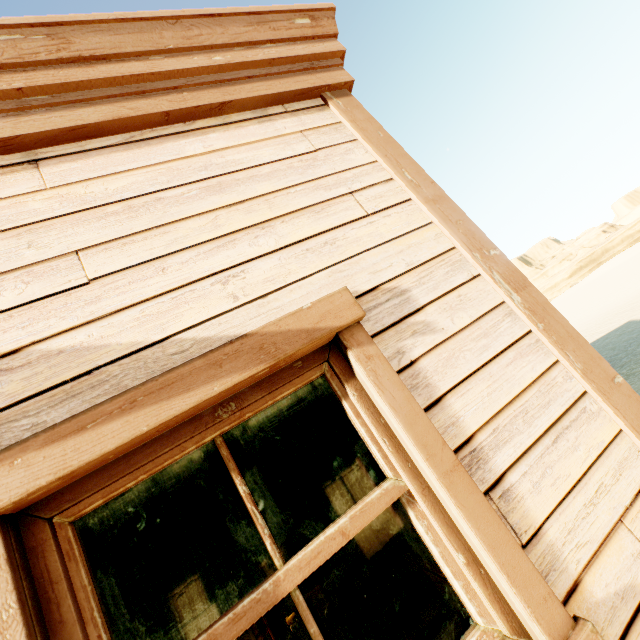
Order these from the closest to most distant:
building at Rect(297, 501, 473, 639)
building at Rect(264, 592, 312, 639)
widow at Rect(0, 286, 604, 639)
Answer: widow at Rect(0, 286, 604, 639), building at Rect(297, 501, 473, 639), building at Rect(264, 592, 312, 639)

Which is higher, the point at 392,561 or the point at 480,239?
the point at 480,239

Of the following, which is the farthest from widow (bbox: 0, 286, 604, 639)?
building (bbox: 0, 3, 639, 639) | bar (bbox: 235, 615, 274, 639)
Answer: bar (bbox: 235, 615, 274, 639)

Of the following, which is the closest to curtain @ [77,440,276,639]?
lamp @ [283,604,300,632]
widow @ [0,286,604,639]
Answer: widow @ [0,286,604,639]

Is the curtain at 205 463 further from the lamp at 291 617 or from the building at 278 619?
the lamp at 291 617

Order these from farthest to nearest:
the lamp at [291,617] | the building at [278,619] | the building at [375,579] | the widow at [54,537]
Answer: the building at [278,619] < the lamp at [291,617] < the building at [375,579] < the widow at [54,537]

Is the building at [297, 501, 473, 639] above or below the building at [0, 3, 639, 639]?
below

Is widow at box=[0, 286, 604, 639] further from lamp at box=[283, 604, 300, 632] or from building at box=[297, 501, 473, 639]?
lamp at box=[283, 604, 300, 632]
